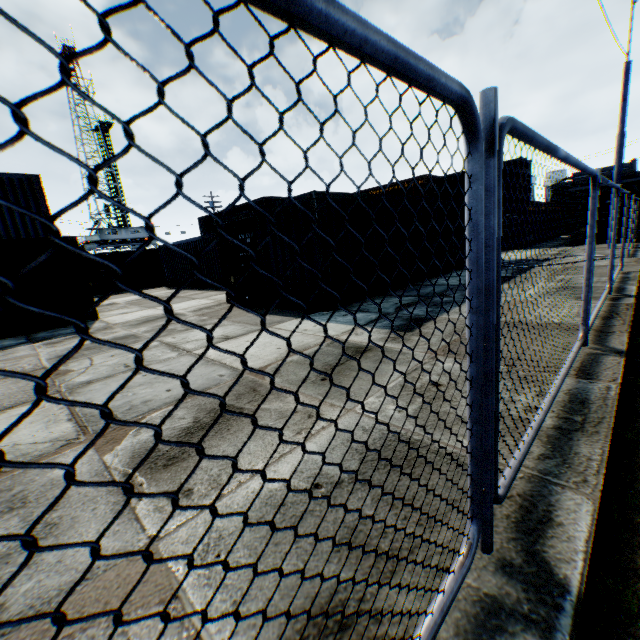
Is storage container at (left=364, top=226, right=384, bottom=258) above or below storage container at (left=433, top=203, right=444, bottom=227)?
below

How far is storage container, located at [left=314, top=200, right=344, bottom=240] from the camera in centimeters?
795cm

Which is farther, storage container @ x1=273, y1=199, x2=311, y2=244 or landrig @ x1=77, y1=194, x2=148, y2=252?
landrig @ x1=77, y1=194, x2=148, y2=252

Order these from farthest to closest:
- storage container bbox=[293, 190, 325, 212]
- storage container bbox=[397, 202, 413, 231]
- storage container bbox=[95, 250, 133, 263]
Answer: storage container bbox=[95, 250, 133, 263] < storage container bbox=[397, 202, 413, 231] < storage container bbox=[293, 190, 325, 212]

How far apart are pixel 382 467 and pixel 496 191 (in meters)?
2.04

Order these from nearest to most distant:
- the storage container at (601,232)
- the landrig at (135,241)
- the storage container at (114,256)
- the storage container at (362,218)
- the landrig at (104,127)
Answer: the storage container at (362,218)
the storage container at (601,232)
the storage container at (114,256)
the landrig at (135,241)
the landrig at (104,127)

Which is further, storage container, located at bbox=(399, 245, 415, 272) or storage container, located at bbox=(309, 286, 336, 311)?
storage container, located at bbox=(399, 245, 415, 272)

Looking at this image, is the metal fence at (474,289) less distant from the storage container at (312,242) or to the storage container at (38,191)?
the storage container at (312,242)
